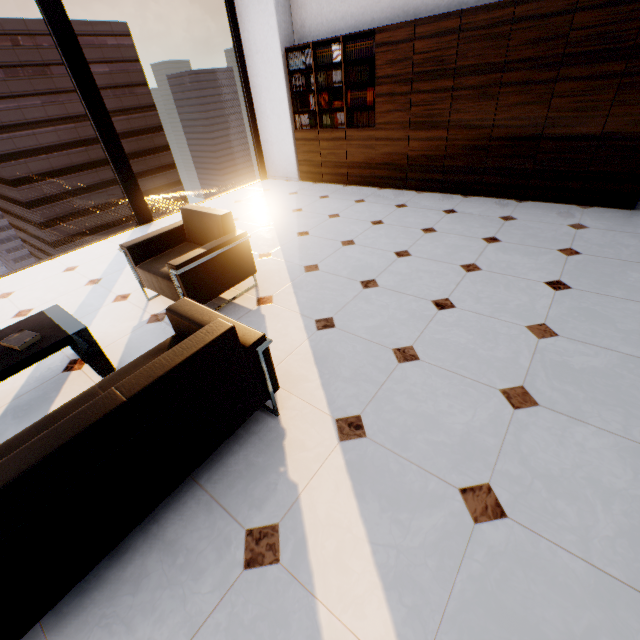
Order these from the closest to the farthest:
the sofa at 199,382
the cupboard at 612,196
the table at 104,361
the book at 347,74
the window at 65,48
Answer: the sofa at 199,382 < the table at 104,361 < the cupboard at 612,196 < the window at 65,48 < the book at 347,74

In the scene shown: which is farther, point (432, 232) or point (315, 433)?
point (432, 232)

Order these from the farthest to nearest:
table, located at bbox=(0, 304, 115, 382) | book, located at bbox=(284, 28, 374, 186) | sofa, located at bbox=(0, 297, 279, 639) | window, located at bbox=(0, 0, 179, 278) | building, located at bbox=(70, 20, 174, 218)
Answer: building, located at bbox=(70, 20, 174, 218) → book, located at bbox=(284, 28, 374, 186) → window, located at bbox=(0, 0, 179, 278) → table, located at bbox=(0, 304, 115, 382) → sofa, located at bbox=(0, 297, 279, 639)

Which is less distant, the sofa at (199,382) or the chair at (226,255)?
the sofa at (199,382)

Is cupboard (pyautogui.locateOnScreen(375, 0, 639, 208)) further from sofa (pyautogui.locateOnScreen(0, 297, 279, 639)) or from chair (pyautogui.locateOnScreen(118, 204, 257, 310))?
sofa (pyautogui.locateOnScreen(0, 297, 279, 639))

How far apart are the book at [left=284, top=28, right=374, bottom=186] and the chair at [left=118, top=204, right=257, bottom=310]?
3.54m

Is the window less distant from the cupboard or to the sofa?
the cupboard

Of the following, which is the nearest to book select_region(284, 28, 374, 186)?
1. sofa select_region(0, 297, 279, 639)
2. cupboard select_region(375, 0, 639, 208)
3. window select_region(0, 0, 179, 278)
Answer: cupboard select_region(375, 0, 639, 208)
